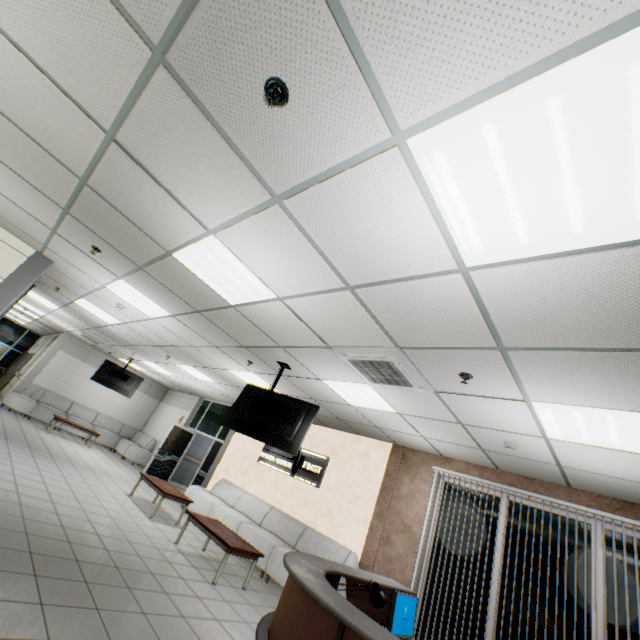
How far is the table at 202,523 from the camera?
5.1 meters

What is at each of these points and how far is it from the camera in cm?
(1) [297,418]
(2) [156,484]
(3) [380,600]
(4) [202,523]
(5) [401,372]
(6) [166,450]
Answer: (1) tv, 508
(2) table, 726
(3) lamp, 258
(4) table, 569
(5) air conditioning vent, 380
(6) doorway, 1159

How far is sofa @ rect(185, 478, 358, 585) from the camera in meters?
6.2

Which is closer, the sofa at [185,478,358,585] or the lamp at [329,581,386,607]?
the lamp at [329,581,386,607]

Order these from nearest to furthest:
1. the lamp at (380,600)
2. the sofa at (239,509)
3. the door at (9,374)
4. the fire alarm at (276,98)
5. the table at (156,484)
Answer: the fire alarm at (276,98) < the lamp at (380,600) < the sofa at (239,509) < the table at (156,484) < the door at (9,374)

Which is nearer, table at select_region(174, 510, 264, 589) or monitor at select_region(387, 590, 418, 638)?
monitor at select_region(387, 590, 418, 638)

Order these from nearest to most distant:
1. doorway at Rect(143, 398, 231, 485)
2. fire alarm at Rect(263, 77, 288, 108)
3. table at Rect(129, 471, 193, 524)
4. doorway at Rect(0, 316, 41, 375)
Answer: fire alarm at Rect(263, 77, 288, 108)
table at Rect(129, 471, 193, 524)
doorway at Rect(143, 398, 231, 485)
doorway at Rect(0, 316, 41, 375)

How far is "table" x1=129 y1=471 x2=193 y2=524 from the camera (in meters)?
6.94
